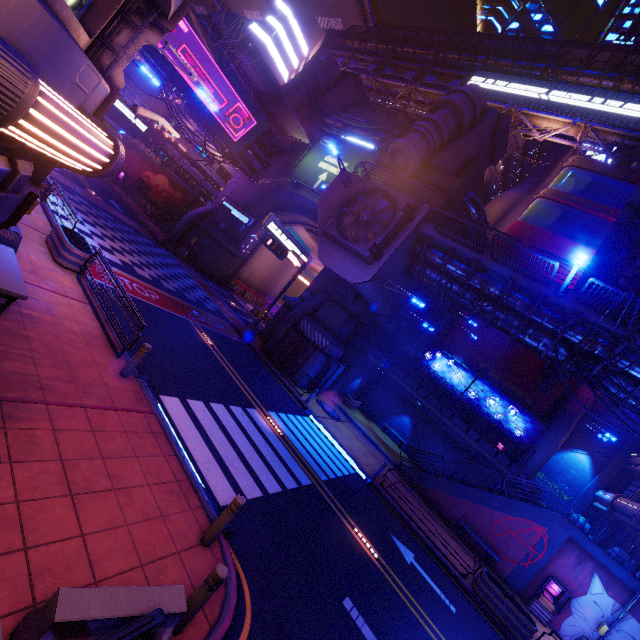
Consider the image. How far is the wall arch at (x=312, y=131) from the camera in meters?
31.5 m

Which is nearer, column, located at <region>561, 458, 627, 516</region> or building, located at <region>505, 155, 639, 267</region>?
column, located at <region>561, 458, 627, 516</region>

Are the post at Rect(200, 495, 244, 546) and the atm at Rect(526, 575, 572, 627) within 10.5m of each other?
no

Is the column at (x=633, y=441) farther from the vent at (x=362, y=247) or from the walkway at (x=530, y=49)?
the vent at (x=362, y=247)

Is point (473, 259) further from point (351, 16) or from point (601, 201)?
point (601, 201)

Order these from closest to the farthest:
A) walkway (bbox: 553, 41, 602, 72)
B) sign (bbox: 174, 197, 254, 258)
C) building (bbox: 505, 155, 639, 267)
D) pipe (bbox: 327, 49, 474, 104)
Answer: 1. sign (bbox: 174, 197, 254, 258)
2. building (bbox: 505, 155, 639, 267)
3. walkway (bbox: 553, 41, 602, 72)
4. pipe (bbox: 327, 49, 474, 104)

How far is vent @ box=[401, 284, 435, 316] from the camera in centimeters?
2547cm

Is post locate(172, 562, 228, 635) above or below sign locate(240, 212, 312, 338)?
below
